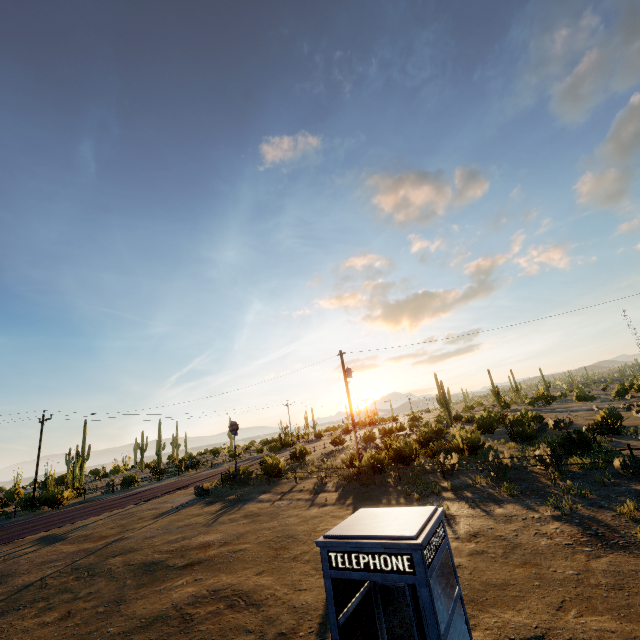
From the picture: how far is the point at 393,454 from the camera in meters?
21.8 m
